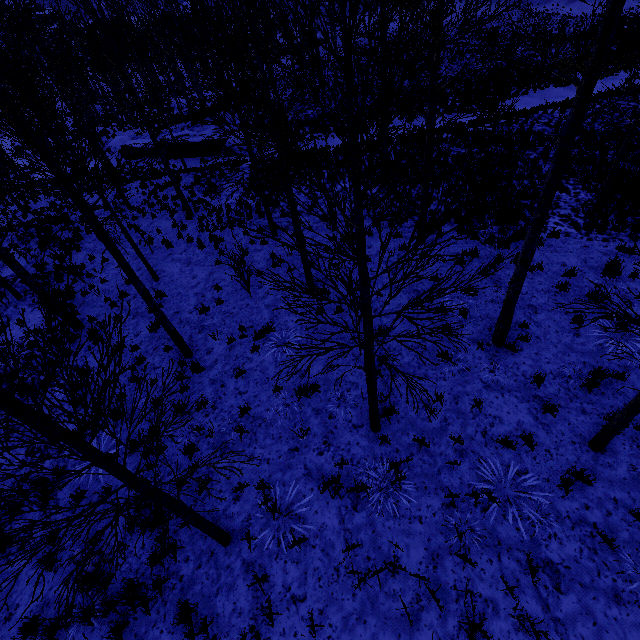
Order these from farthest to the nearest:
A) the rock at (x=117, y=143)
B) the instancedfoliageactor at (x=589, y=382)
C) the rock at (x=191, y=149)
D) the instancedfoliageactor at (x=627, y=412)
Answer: the rock at (x=117, y=143)
the rock at (x=191, y=149)
the instancedfoliageactor at (x=589, y=382)
the instancedfoliageactor at (x=627, y=412)

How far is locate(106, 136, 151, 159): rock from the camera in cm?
2607

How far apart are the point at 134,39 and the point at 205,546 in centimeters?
4819cm

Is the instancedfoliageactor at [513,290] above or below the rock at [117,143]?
above

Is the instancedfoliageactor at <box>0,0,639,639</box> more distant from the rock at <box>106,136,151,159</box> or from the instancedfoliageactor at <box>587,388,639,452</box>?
the rock at <box>106,136,151,159</box>

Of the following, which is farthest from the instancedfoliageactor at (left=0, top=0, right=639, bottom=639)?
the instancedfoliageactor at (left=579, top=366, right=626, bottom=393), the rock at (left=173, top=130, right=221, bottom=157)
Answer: the rock at (left=173, top=130, right=221, bottom=157)

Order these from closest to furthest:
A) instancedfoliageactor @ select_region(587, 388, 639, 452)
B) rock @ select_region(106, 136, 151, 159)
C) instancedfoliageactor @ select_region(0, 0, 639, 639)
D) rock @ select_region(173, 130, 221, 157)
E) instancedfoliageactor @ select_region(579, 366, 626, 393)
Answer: instancedfoliageactor @ select_region(0, 0, 639, 639) < instancedfoliageactor @ select_region(587, 388, 639, 452) < instancedfoliageactor @ select_region(579, 366, 626, 393) < rock @ select_region(173, 130, 221, 157) < rock @ select_region(106, 136, 151, 159)
